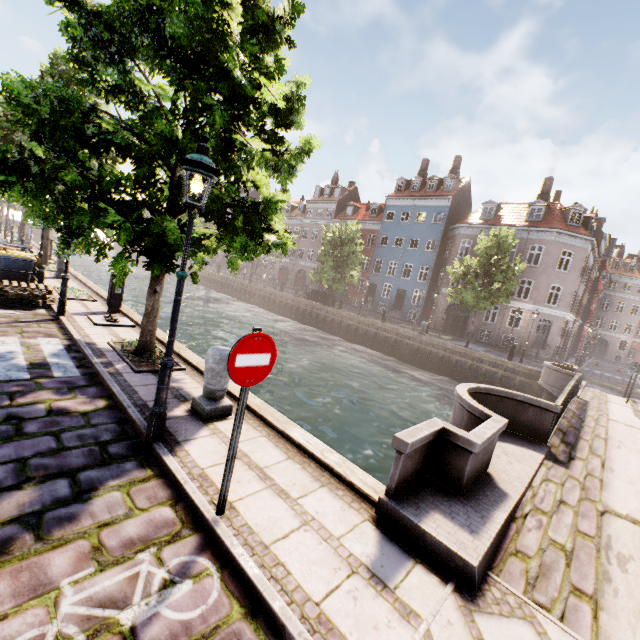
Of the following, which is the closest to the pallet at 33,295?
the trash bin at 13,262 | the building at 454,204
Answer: the trash bin at 13,262

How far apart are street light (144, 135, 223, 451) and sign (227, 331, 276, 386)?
1.5m

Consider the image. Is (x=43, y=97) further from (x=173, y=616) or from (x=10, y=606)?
(x=173, y=616)

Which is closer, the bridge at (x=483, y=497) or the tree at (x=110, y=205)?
the bridge at (x=483, y=497)

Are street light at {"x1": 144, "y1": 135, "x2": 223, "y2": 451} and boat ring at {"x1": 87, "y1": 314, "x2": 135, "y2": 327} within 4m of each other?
no

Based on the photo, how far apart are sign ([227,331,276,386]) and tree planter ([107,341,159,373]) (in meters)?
4.28

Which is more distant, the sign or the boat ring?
the boat ring

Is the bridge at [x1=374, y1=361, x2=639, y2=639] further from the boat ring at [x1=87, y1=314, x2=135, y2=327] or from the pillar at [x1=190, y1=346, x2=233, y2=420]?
the boat ring at [x1=87, y1=314, x2=135, y2=327]
